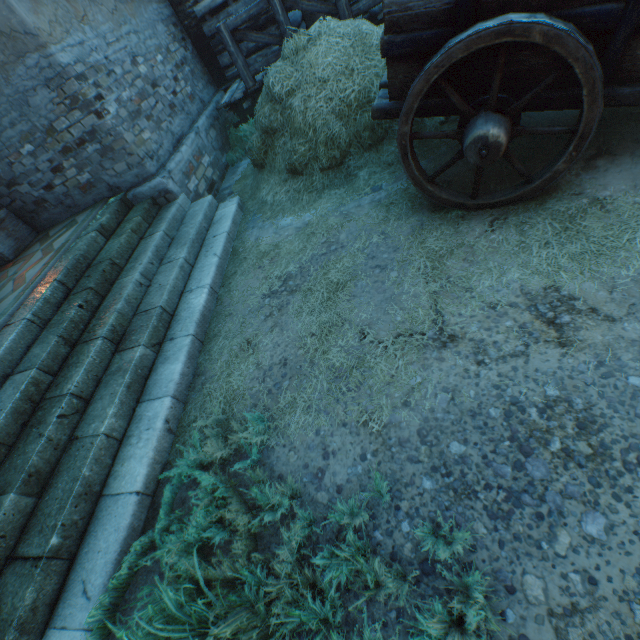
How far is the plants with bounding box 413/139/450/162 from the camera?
3.97m

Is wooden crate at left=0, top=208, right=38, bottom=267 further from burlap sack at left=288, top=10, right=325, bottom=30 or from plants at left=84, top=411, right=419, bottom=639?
burlap sack at left=288, top=10, right=325, bottom=30

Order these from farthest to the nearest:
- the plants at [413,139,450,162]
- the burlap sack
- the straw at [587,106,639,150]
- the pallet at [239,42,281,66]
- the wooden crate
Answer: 1. the pallet at [239,42,281,66]
2. the burlap sack
3. the wooden crate
4. the plants at [413,139,450,162]
5. the straw at [587,106,639,150]

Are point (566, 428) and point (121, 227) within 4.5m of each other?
no

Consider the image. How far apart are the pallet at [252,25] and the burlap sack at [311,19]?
0.0m

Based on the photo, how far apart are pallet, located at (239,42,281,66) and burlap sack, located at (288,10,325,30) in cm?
2

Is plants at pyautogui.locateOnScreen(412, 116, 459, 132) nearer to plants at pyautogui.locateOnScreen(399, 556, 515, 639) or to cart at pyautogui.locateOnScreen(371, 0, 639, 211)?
cart at pyautogui.locateOnScreen(371, 0, 639, 211)

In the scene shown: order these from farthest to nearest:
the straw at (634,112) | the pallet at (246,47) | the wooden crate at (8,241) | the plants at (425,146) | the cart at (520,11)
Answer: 1. the pallet at (246,47)
2. the wooden crate at (8,241)
3. the plants at (425,146)
4. the straw at (634,112)
5. the cart at (520,11)
